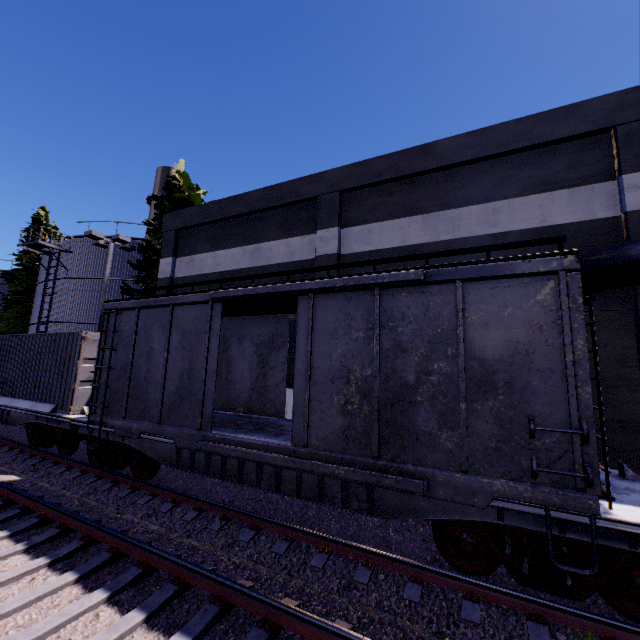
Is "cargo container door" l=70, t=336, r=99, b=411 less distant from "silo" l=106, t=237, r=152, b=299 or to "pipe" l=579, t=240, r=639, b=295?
"silo" l=106, t=237, r=152, b=299

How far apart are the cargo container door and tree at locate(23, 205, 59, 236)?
27.74m

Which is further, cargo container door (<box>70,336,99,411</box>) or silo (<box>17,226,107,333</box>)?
silo (<box>17,226,107,333</box>)

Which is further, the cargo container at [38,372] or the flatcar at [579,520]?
the cargo container at [38,372]

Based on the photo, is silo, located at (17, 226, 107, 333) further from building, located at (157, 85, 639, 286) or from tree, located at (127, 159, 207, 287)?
building, located at (157, 85, 639, 286)

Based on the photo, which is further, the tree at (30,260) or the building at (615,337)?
the tree at (30,260)

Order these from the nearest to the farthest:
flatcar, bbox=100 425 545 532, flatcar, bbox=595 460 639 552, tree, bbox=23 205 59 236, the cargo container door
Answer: flatcar, bbox=595 460 639 552
flatcar, bbox=100 425 545 532
the cargo container door
tree, bbox=23 205 59 236

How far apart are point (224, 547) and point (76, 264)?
23.80m
